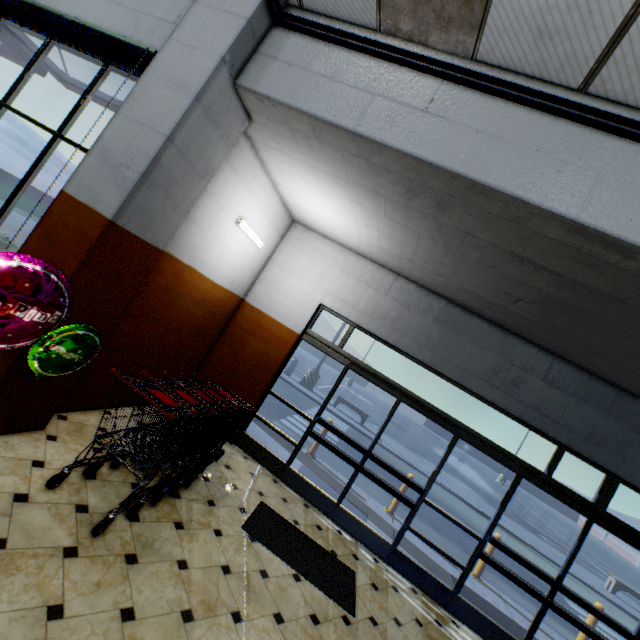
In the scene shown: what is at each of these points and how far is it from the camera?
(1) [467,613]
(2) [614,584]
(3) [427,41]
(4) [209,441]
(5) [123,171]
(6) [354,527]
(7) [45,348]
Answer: (1) door, 4.53m
(2) bench, 12.70m
(3) building, 2.79m
(4) shopping cart, 3.65m
(5) building, 2.89m
(6) door, 5.01m
(7) foil balloon, 2.41m

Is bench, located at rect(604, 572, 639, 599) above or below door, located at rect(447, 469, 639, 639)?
above

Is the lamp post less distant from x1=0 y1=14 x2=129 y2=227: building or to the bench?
x1=0 y1=14 x2=129 y2=227: building

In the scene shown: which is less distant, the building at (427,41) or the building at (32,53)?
the building at (427,41)

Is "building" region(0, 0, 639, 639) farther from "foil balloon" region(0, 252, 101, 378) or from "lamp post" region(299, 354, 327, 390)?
"lamp post" region(299, 354, 327, 390)

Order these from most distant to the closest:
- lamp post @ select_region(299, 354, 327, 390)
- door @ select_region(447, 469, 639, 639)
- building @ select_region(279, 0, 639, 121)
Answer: lamp post @ select_region(299, 354, 327, 390)
door @ select_region(447, 469, 639, 639)
building @ select_region(279, 0, 639, 121)

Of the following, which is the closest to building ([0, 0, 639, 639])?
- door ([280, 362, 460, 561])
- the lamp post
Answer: door ([280, 362, 460, 561])

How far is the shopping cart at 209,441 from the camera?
2.79m
